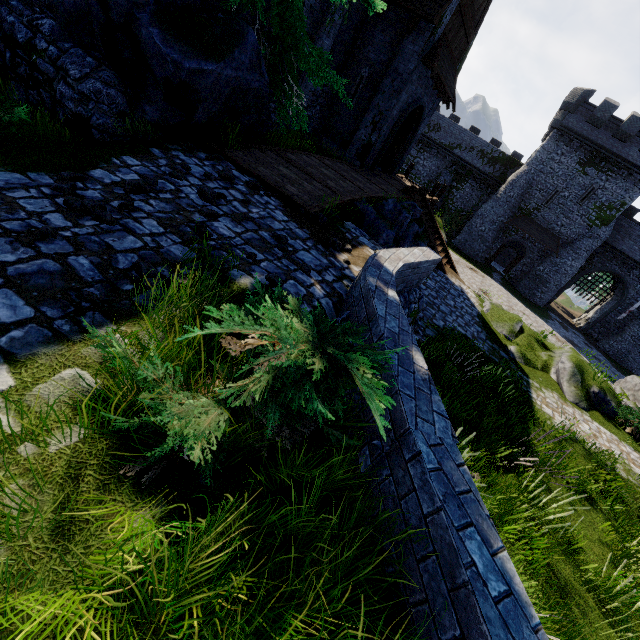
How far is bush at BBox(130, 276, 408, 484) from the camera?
1.8m

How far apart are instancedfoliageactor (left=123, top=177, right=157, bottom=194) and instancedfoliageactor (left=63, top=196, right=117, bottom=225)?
0.66m

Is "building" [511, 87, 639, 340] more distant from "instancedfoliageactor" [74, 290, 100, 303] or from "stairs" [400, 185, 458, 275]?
"instancedfoliageactor" [74, 290, 100, 303]

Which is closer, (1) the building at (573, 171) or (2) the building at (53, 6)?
(2) the building at (53, 6)

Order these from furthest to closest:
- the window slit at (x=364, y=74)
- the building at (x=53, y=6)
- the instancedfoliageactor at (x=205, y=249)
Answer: the window slit at (x=364, y=74) → the building at (x=53, y=6) → the instancedfoliageactor at (x=205, y=249)

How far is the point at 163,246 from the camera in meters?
3.8

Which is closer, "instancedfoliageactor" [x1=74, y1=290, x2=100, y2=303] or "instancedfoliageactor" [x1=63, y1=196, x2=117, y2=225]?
"instancedfoliageactor" [x1=74, y1=290, x2=100, y2=303]

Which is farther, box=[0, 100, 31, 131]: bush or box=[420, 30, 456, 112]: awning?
box=[420, 30, 456, 112]: awning
